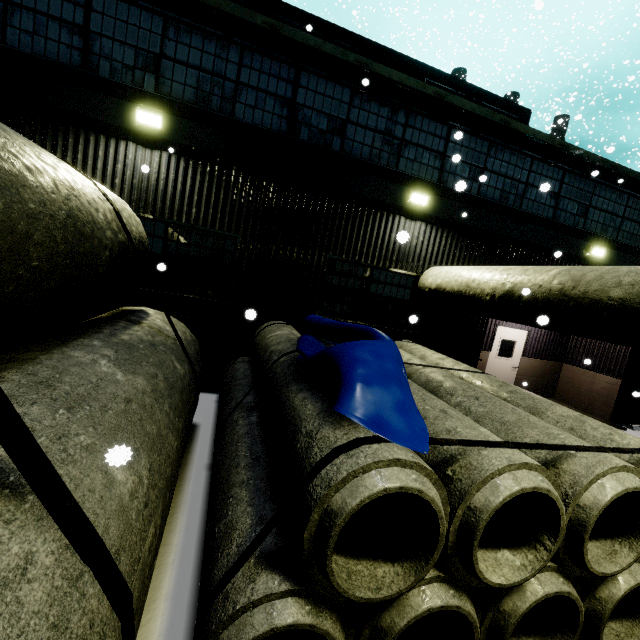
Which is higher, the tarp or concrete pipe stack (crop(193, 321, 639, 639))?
the tarp

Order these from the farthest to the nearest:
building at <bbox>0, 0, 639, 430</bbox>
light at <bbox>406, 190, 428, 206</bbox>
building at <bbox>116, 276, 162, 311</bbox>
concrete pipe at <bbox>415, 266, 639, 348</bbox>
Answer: light at <bbox>406, 190, 428, 206</bbox> → building at <bbox>116, 276, 162, 311</bbox> → building at <bbox>0, 0, 639, 430</bbox> → concrete pipe at <bbox>415, 266, 639, 348</bbox>

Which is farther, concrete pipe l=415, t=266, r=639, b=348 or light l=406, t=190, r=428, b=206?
light l=406, t=190, r=428, b=206

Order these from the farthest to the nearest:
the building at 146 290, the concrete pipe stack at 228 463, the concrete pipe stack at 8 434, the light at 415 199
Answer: the light at 415 199
the building at 146 290
the concrete pipe stack at 228 463
the concrete pipe stack at 8 434

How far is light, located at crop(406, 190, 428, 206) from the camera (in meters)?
7.66

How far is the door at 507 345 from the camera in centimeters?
1179cm

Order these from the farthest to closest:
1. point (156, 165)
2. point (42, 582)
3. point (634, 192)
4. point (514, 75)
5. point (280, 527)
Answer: point (514, 75) → point (634, 192) → point (156, 165) → point (280, 527) → point (42, 582)

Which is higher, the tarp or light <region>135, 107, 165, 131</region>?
light <region>135, 107, 165, 131</region>
